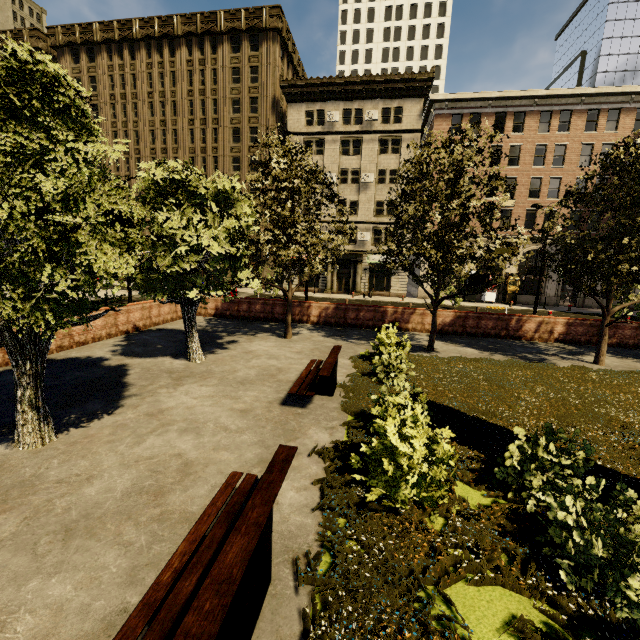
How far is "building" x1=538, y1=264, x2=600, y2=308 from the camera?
32.34m

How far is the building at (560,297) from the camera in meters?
32.3 m

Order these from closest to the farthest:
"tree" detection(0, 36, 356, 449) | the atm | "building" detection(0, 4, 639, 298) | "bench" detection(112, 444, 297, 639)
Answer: "bench" detection(112, 444, 297, 639) → "tree" detection(0, 36, 356, 449) → "building" detection(0, 4, 639, 298) → the atm

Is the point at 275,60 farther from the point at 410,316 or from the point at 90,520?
the point at 90,520

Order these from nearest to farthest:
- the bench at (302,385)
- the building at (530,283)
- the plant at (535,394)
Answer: the plant at (535,394)
the bench at (302,385)
the building at (530,283)

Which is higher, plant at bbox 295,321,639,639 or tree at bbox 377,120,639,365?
tree at bbox 377,120,639,365

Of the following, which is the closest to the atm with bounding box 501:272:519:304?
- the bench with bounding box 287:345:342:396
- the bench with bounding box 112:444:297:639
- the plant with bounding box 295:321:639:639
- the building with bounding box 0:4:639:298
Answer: the building with bounding box 0:4:639:298

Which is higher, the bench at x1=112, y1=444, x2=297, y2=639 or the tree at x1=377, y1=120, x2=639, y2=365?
the tree at x1=377, y1=120, x2=639, y2=365
